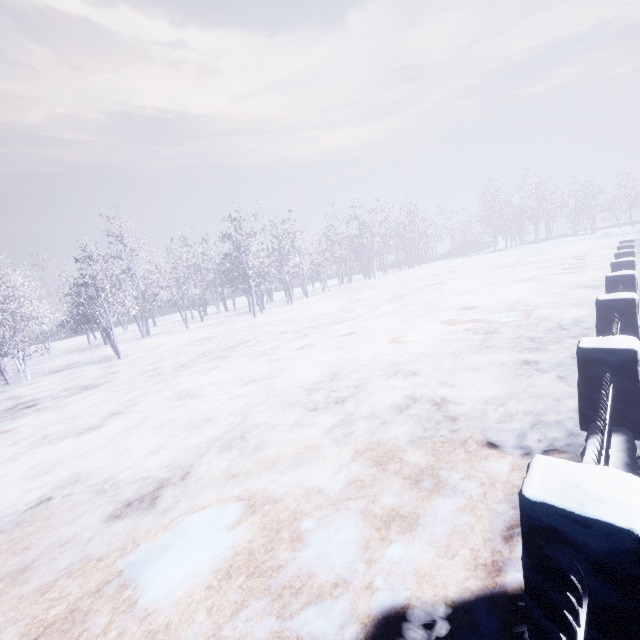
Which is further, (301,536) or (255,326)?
(255,326)
